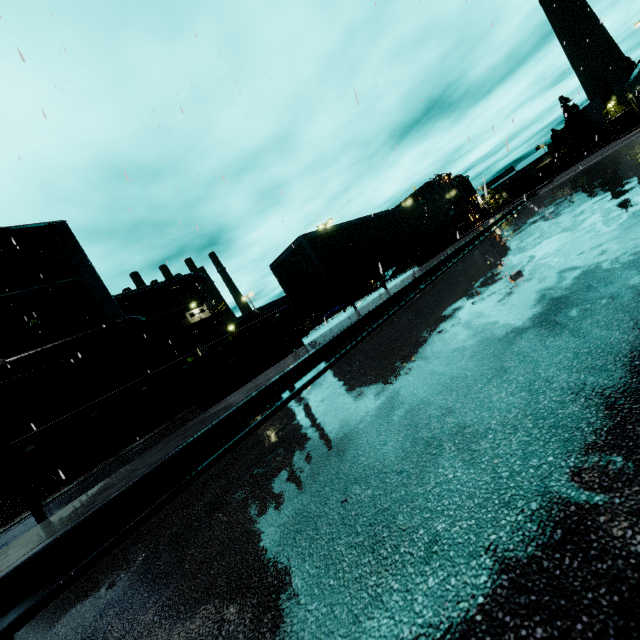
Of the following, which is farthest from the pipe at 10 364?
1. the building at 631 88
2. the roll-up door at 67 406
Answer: the roll-up door at 67 406

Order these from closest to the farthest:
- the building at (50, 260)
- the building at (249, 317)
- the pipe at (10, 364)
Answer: the pipe at (10, 364) → the building at (50, 260) → the building at (249, 317)

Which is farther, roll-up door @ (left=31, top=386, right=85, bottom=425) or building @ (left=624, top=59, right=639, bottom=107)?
building @ (left=624, top=59, right=639, bottom=107)

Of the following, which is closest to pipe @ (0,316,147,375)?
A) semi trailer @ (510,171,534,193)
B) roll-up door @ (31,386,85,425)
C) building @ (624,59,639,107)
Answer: building @ (624,59,639,107)

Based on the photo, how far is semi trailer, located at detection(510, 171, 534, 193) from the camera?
58.3 meters

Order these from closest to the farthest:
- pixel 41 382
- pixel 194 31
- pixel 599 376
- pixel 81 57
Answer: pixel 599 376 < pixel 194 31 < pixel 81 57 < pixel 41 382

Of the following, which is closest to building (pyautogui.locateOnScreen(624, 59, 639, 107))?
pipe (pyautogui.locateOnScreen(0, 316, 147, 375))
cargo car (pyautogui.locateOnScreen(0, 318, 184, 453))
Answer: pipe (pyautogui.locateOnScreen(0, 316, 147, 375))

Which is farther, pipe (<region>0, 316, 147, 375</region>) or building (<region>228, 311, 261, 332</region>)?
building (<region>228, 311, 261, 332</region>)
